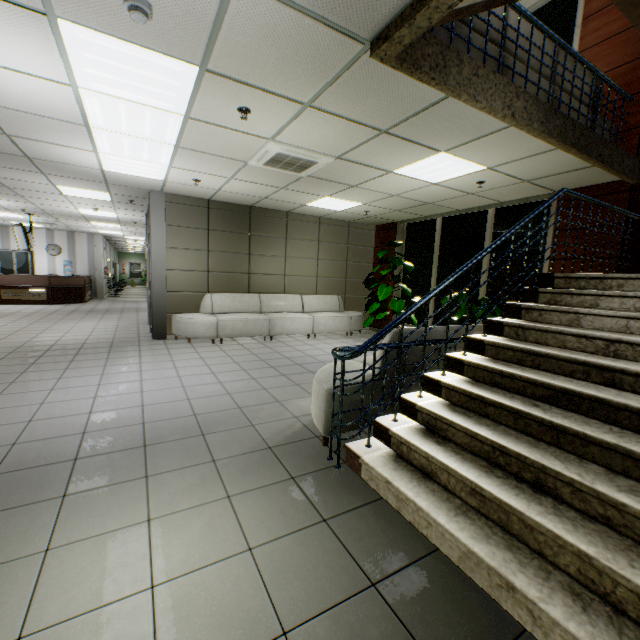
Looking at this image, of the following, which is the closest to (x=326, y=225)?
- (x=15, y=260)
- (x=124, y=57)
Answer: (x=124, y=57)

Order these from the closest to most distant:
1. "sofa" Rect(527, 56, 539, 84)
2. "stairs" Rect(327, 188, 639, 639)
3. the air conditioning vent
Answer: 1. "stairs" Rect(327, 188, 639, 639)
2. "sofa" Rect(527, 56, 539, 84)
3. the air conditioning vent

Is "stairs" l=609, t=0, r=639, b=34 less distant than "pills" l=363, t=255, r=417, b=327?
Yes

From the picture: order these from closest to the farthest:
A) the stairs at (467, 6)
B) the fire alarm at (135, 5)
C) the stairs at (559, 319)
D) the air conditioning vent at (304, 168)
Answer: the stairs at (559, 319) → the fire alarm at (135, 5) → the stairs at (467, 6) → the air conditioning vent at (304, 168)

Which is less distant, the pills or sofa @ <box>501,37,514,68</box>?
sofa @ <box>501,37,514,68</box>

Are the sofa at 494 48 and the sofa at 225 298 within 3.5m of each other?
no

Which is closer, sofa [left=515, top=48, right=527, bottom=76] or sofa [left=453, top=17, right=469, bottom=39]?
sofa [left=453, top=17, right=469, bottom=39]

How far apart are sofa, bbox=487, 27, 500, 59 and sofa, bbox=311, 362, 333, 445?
2.44m
